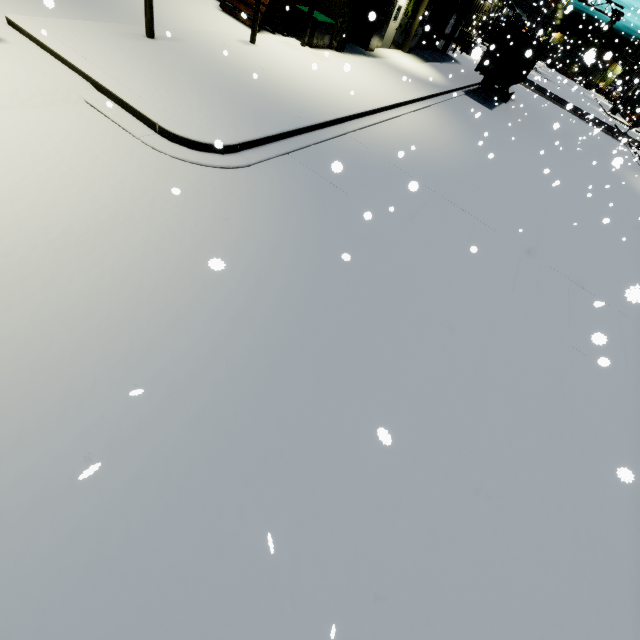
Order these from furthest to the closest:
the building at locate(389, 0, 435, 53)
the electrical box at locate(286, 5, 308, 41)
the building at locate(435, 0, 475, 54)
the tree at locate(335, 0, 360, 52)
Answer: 1. the building at locate(435, 0, 475, 54)
2. the building at locate(389, 0, 435, 53)
3. the tree at locate(335, 0, 360, 52)
4. the electrical box at locate(286, 5, 308, 41)

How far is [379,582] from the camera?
3.0m

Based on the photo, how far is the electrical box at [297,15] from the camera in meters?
12.8

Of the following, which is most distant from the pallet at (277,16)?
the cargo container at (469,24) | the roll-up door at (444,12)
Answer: the roll-up door at (444,12)

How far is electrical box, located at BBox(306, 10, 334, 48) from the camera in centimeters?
1280cm

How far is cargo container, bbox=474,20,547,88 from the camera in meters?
17.8

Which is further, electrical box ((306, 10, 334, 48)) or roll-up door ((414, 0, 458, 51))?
roll-up door ((414, 0, 458, 51))

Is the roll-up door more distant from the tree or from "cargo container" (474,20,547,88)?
the tree
